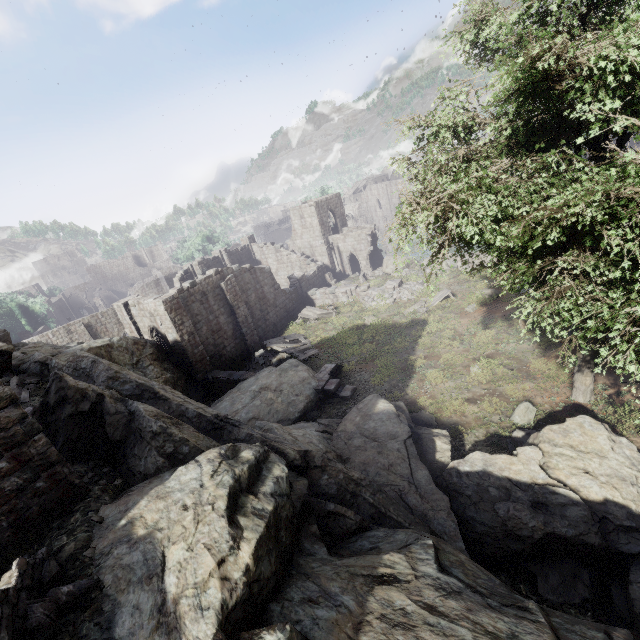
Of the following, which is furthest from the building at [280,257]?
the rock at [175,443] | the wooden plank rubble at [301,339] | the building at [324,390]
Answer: the building at [324,390]

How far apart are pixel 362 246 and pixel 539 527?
33.93m

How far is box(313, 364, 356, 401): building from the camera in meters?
16.9

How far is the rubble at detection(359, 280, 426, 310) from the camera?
26.6 meters

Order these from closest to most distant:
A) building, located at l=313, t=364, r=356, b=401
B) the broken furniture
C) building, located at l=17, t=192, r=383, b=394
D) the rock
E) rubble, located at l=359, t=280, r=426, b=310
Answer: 1. the rock
2. building, located at l=313, t=364, r=356, b=401
3. building, located at l=17, t=192, r=383, b=394
4. rubble, located at l=359, t=280, r=426, b=310
5. the broken furniture

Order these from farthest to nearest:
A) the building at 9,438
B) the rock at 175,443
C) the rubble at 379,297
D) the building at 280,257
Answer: the rubble at 379,297
the building at 280,257
the building at 9,438
the rock at 175,443

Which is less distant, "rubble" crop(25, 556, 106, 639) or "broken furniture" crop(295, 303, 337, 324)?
"rubble" crop(25, 556, 106, 639)

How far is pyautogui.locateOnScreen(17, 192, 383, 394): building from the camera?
21.9 meters
